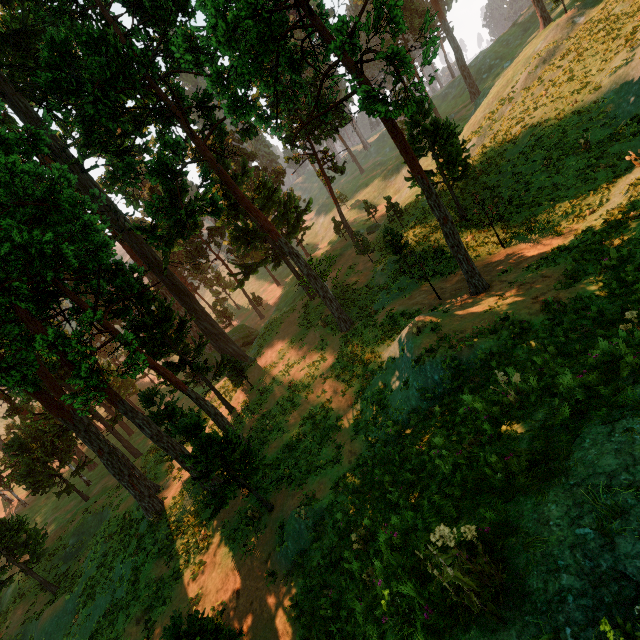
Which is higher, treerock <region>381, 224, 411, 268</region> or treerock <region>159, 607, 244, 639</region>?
treerock <region>381, 224, 411, 268</region>

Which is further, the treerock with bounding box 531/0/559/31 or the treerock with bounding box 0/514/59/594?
the treerock with bounding box 531/0/559/31

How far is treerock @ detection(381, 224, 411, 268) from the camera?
22.4m

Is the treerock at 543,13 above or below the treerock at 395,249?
above

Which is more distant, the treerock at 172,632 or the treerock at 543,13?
the treerock at 543,13

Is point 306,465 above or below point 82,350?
below
